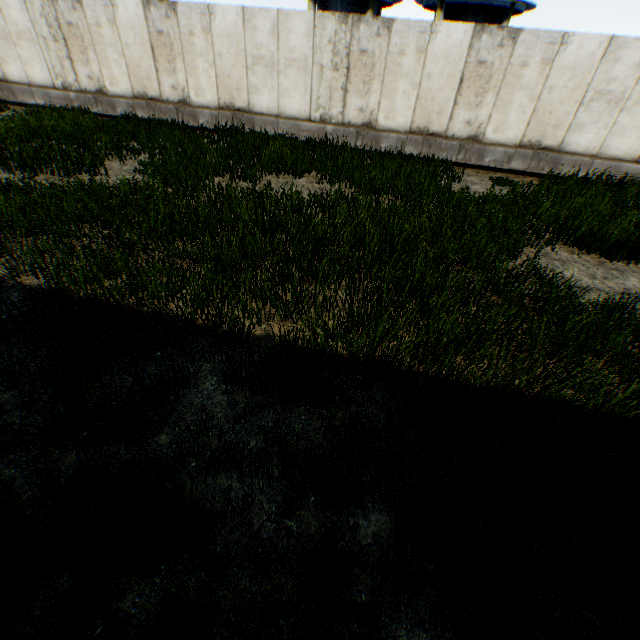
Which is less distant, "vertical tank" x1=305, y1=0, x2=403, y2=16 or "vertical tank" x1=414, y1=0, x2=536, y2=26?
"vertical tank" x1=414, y1=0, x2=536, y2=26

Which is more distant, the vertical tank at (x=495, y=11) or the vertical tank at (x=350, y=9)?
the vertical tank at (x=350, y=9)

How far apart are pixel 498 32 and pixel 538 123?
3.0 meters
